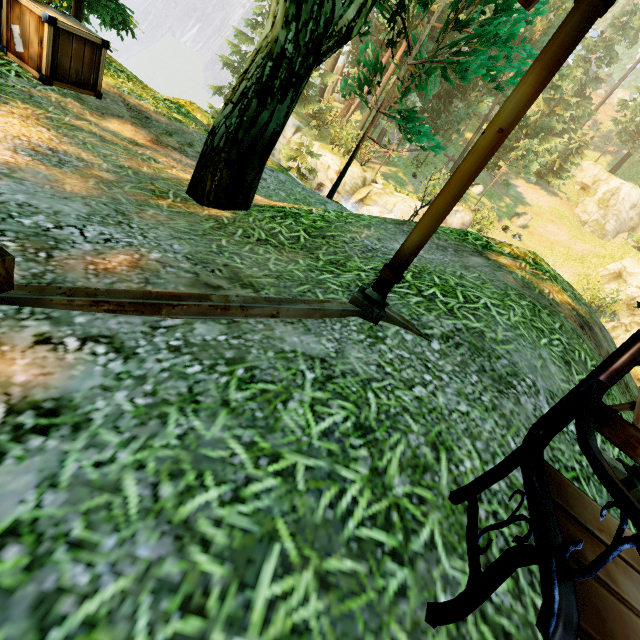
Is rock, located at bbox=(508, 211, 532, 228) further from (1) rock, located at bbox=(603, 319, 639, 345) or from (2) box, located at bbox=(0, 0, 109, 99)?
(2) box, located at bbox=(0, 0, 109, 99)

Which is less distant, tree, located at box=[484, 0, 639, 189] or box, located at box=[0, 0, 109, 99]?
box, located at box=[0, 0, 109, 99]

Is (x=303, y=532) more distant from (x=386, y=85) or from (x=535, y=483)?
(x=386, y=85)

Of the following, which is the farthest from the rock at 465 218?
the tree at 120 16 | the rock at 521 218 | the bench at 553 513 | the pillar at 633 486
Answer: the bench at 553 513

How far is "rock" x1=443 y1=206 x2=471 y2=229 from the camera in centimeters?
2242cm

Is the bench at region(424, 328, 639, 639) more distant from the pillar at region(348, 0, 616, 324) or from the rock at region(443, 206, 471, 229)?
the rock at region(443, 206, 471, 229)

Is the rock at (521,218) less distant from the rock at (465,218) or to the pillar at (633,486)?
the rock at (465,218)

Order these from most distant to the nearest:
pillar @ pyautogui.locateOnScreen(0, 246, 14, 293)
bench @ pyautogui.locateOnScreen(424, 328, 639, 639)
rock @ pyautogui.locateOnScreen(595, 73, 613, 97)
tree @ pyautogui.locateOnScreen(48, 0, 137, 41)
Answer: rock @ pyautogui.locateOnScreen(595, 73, 613, 97) → tree @ pyautogui.locateOnScreen(48, 0, 137, 41) → pillar @ pyautogui.locateOnScreen(0, 246, 14, 293) → bench @ pyautogui.locateOnScreen(424, 328, 639, 639)
